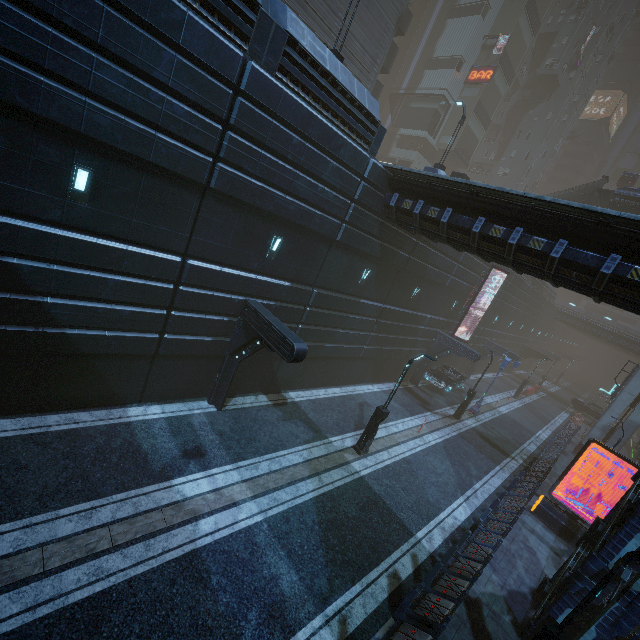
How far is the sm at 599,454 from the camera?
25.9 meters

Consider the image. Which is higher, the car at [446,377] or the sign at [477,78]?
the sign at [477,78]

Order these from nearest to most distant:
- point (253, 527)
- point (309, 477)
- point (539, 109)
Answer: point (253, 527), point (309, 477), point (539, 109)

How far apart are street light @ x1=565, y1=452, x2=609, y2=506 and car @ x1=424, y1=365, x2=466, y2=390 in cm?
Answer: 934

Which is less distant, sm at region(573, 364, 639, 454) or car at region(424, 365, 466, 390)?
sm at region(573, 364, 639, 454)

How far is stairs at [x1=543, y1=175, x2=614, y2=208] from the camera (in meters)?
28.09

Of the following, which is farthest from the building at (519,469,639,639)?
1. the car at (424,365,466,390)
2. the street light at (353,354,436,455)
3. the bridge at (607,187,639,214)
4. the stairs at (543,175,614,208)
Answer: the bridge at (607,187,639,214)

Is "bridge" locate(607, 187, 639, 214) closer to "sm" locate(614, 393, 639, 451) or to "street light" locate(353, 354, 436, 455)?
"sm" locate(614, 393, 639, 451)
